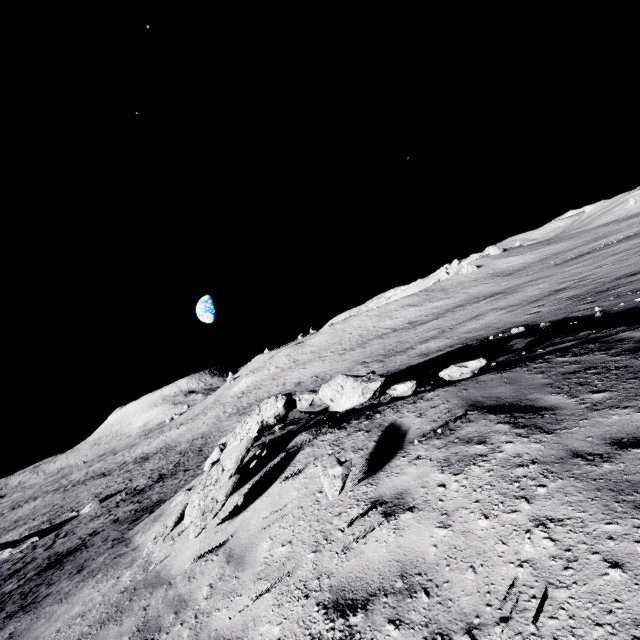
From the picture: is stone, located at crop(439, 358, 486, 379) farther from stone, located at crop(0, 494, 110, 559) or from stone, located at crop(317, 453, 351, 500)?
stone, located at crop(0, 494, 110, 559)

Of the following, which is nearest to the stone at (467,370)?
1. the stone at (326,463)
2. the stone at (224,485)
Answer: the stone at (224,485)

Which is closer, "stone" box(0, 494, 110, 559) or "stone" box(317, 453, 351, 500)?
"stone" box(317, 453, 351, 500)

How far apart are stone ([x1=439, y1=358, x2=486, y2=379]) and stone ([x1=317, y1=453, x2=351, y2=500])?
2.3m

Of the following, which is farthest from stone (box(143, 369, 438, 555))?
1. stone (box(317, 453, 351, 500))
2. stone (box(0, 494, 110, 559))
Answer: stone (box(0, 494, 110, 559))

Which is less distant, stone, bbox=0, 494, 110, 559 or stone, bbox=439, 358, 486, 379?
stone, bbox=439, 358, 486, 379

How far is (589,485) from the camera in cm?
248

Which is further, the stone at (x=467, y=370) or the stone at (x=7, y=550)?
the stone at (x=7, y=550)
